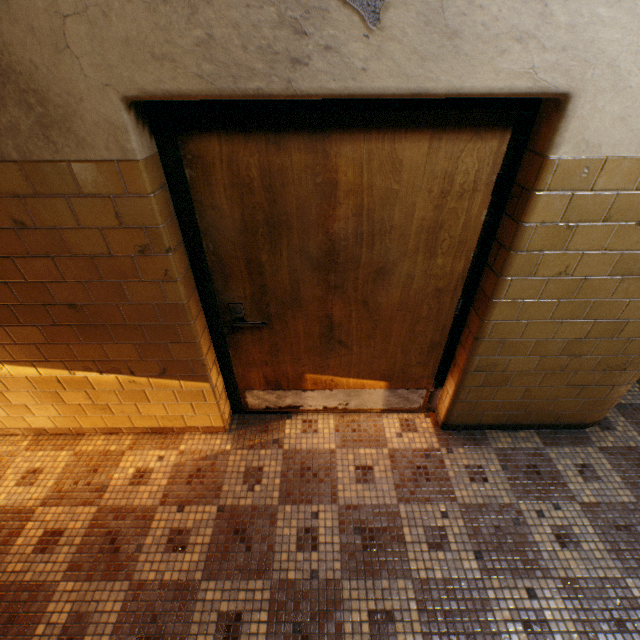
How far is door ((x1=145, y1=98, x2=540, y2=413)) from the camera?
1.43m

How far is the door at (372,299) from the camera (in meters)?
1.43

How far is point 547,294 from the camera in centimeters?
178cm
